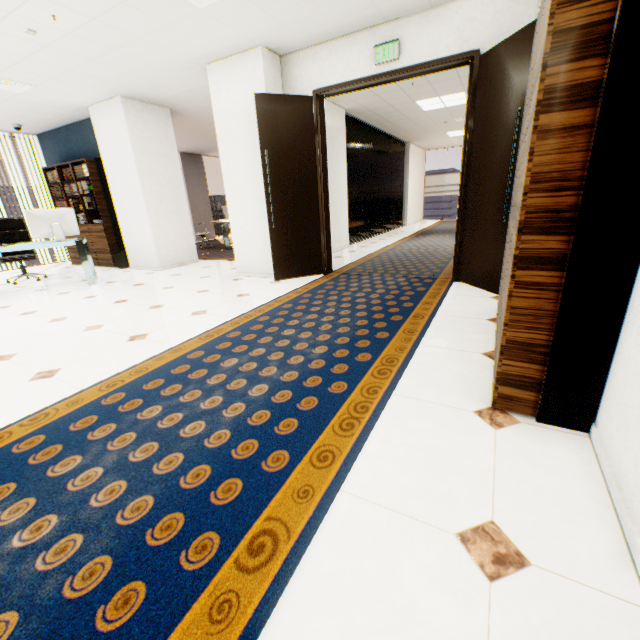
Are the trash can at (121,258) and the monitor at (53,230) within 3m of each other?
yes

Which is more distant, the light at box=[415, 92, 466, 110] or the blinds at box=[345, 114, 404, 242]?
the blinds at box=[345, 114, 404, 242]

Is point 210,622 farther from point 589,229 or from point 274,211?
point 274,211

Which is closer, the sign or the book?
the sign

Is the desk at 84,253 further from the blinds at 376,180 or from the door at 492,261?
the blinds at 376,180

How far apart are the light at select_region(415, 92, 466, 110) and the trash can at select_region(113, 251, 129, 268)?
7.1m

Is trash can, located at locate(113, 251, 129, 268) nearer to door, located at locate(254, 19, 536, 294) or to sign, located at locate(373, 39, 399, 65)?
door, located at locate(254, 19, 536, 294)

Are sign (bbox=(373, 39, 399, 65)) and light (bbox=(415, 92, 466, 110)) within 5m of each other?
A: yes
